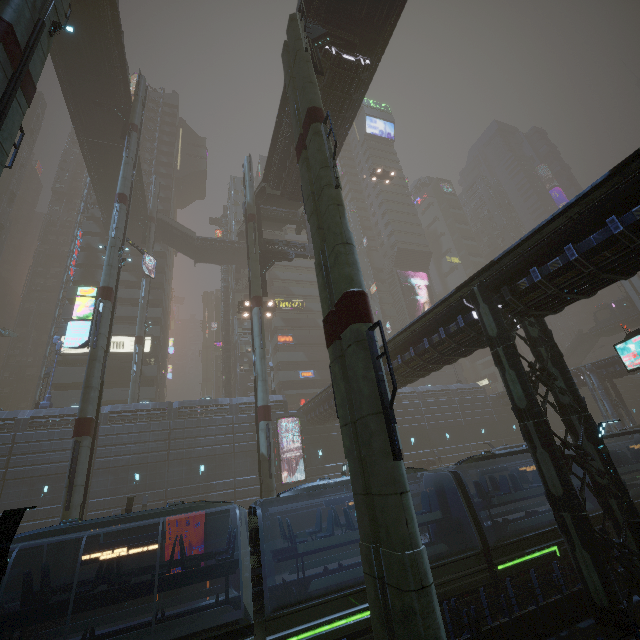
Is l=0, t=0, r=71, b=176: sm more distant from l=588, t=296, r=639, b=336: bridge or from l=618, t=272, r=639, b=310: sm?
l=618, t=272, r=639, b=310: sm

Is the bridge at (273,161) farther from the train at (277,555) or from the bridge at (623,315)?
the bridge at (623,315)

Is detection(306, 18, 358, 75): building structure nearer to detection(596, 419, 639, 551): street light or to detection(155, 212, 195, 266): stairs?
detection(596, 419, 639, 551): street light

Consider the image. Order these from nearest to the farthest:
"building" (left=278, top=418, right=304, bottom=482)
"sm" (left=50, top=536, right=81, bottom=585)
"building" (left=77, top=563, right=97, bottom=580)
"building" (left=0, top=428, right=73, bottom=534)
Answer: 1. "sm" (left=50, top=536, right=81, bottom=585)
2. "building" (left=77, top=563, right=97, bottom=580)
3. "building" (left=0, top=428, right=73, bottom=534)
4. "building" (left=278, top=418, right=304, bottom=482)

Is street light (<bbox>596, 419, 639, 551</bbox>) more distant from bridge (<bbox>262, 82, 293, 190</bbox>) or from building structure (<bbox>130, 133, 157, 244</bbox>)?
bridge (<bbox>262, 82, 293, 190</bbox>)

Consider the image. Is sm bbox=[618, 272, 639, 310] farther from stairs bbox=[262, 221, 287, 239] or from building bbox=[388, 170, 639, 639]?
stairs bbox=[262, 221, 287, 239]

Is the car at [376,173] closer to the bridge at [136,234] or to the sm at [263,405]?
the bridge at [136,234]

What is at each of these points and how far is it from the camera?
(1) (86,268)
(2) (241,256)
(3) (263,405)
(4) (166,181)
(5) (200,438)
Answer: (1) building, 48.2m
(2) bridge, 51.6m
(3) sm, 22.7m
(4) building, 58.9m
(5) building, 31.8m
